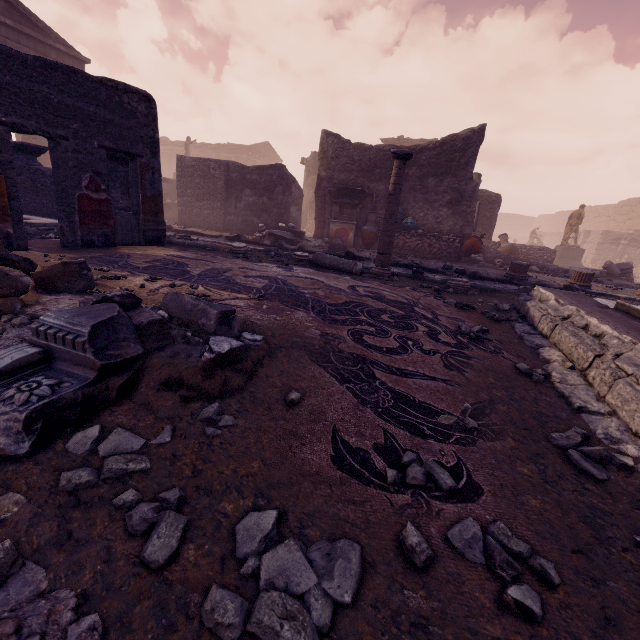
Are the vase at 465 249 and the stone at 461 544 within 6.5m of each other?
no

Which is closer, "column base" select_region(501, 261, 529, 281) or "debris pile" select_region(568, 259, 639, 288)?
"column base" select_region(501, 261, 529, 281)

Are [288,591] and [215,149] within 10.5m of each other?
no

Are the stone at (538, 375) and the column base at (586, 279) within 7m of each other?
no

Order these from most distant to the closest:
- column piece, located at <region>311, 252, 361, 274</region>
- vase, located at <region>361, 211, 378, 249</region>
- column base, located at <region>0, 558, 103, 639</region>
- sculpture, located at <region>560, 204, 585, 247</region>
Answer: sculpture, located at <region>560, 204, 585, 247</region> < vase, located at <region>361, 211, 378, 249</region> < column piece, located at <region>311, 252, 361, 274</region> < column base, located at <region>0, 558, 103, 639</region>

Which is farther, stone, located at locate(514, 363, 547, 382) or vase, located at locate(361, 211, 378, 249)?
vase, located at locate(361, 211, 378, 249)

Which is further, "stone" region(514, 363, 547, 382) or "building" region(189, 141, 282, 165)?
"building" region(189, 141, 282, 165)

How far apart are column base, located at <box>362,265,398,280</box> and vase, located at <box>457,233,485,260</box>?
5.4m
